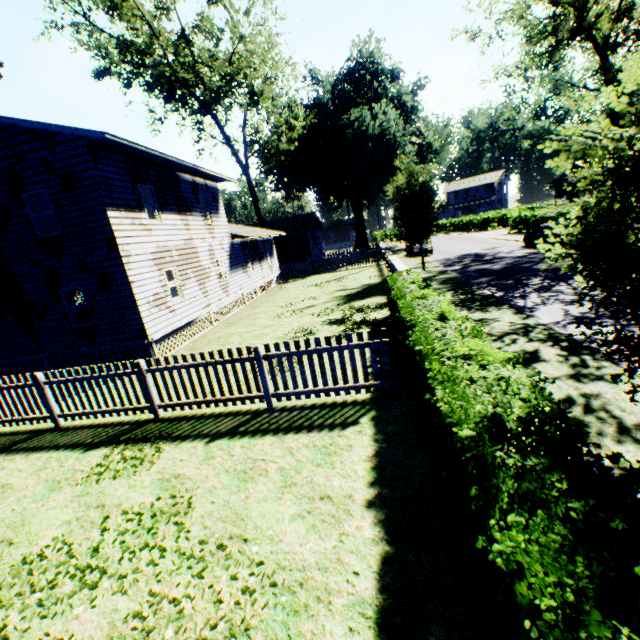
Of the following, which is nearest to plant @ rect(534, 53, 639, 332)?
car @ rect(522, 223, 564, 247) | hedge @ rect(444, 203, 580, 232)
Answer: car @ rect(522, 223, 564, 247)

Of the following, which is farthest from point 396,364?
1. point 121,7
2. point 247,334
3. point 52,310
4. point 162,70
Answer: point 121,7

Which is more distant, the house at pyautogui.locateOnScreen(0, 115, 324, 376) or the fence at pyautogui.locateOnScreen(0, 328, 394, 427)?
the house at pyautogui.locateOnScreen(0, 115, 324, 376)

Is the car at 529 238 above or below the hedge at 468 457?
below

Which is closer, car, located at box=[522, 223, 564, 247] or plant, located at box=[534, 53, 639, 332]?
plant, located at box=[534, 53, 639, 332]

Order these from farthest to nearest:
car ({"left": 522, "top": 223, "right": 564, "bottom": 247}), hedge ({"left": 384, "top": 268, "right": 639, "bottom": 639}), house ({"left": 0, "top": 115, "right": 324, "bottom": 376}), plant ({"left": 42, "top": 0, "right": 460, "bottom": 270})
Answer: plant ({"left": 42, "top": 0, "right": 460, "bottom": 270}), car ({"left": 522, "top": 223, "right": 564, "bottom": 247}), house ({"left": 0, "top": 115, "right": 324, "bottom": 376}), hedge ({"left": 384, "top": 268, "right": 639, "bottom": 639})

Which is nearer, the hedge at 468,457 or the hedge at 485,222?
the hedge at 468,457

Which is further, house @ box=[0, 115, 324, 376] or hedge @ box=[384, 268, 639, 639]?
house @ box=[0, 115, 324, 376]
